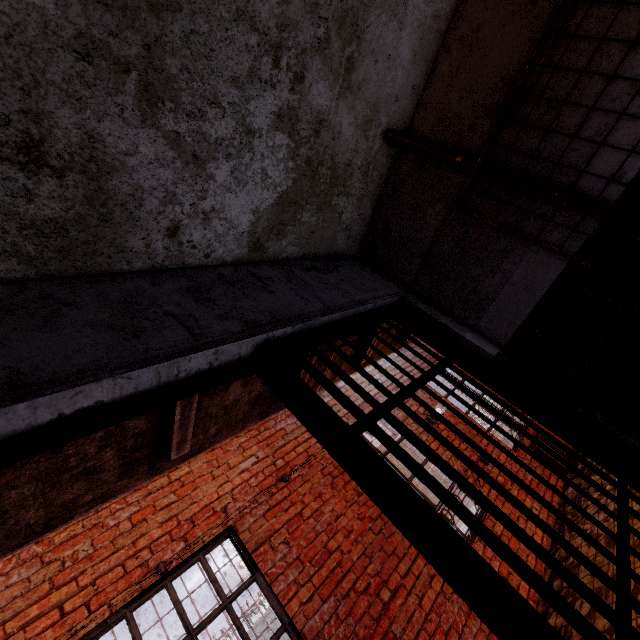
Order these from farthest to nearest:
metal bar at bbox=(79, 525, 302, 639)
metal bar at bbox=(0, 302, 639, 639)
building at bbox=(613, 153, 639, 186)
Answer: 1. metal bar at bbox=(79, 525, 302, 639)
2. building at bbox=(613, 153, 639, 186)
3. metal bar at bbox=(0, 302, 639, 639)

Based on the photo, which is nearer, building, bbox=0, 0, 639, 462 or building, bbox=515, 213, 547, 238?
building, bbox=0, 0, 639, 462

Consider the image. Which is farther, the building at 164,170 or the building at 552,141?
the building at 552,141

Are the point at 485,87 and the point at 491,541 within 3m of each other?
yes

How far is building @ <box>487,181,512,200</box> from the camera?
1.59m

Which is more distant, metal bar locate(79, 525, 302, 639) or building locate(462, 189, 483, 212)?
metal bar locate(79, 525, 302, 639)

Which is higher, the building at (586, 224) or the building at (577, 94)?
the building at (577, 94)
